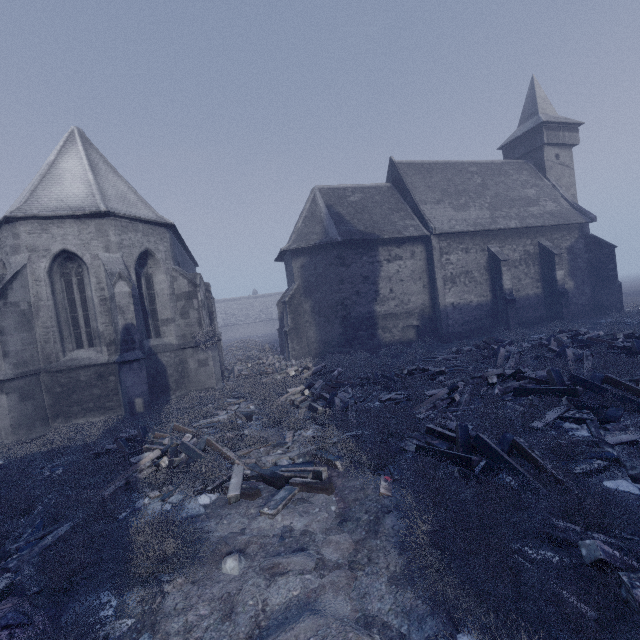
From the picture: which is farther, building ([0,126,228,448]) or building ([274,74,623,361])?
building ([274,74,623,361])

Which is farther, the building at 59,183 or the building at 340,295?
the building at 340,295

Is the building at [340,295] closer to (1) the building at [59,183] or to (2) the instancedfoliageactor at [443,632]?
(1) the building at [59,183]

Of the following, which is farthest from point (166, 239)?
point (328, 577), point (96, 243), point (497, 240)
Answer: point (497, 240)

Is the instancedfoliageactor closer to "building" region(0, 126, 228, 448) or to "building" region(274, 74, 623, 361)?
"building" region(0, 126, 228, 448)

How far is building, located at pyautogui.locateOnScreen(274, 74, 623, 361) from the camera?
19.70m

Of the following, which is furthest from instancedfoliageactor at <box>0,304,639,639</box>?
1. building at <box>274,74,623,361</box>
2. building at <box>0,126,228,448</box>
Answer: building at <box>274,74,623,361</box>
